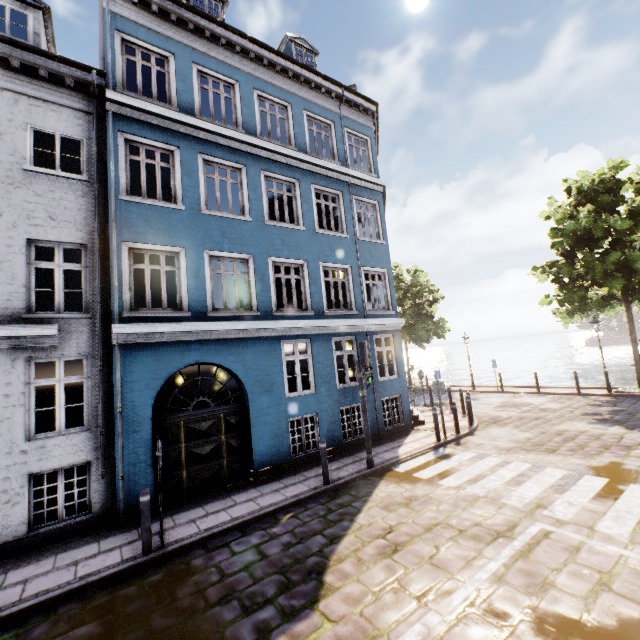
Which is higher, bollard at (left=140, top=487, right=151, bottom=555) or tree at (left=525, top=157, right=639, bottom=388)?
tree at (left=525, top=157, right=639, bottom=388)

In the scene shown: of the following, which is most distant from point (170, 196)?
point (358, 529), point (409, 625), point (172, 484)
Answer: point (409, 625)

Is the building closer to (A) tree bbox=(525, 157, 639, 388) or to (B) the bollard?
(B) the bollard

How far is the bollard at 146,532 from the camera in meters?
5.7

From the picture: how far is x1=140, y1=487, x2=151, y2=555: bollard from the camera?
5.73m

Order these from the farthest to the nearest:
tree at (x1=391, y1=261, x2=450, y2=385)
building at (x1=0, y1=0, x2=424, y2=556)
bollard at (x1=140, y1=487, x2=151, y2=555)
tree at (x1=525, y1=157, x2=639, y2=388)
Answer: tree at (x1=391, y1=261, x2=450, y2=385)
tree at (x1=525, y1=157, x2=639, y2=388)
building at (x1=0, y1=0, x2=424, y2=556)
bollard at (x1=140, y1=487, x2=151, y2=555)

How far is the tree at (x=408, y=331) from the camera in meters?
24.5 m

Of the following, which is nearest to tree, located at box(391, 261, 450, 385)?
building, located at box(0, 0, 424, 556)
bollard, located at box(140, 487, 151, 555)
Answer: building, located at box(0, 0, 424, 556)
